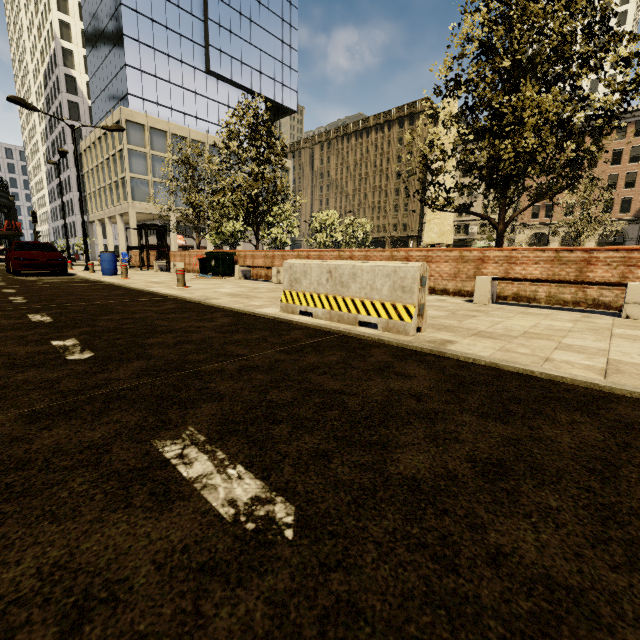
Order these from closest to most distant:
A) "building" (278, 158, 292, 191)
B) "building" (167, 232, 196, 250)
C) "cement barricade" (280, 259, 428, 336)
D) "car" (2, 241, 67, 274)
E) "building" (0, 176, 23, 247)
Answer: "cement barricade" (280, 259, 428, 336) < "car" (2, 241, 67, 274) < "building" (0, 176, 23, 247) < "building" (167, 232, 196, 250) < "building" (278, 158, 292, 191)

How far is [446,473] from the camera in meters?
1.4

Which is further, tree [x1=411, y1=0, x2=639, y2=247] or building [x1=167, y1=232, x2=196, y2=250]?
building [x1=167, y1=232, x2=196, y2=250]

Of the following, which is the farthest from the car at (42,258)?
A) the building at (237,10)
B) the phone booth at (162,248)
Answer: the building at (237,10)

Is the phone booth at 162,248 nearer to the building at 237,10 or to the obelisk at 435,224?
the obelisk at 435,224

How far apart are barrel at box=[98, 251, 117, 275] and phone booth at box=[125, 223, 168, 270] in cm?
444

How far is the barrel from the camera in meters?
13.9

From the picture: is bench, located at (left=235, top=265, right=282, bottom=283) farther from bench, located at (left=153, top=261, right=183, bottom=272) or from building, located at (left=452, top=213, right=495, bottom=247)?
building, located at (left=452, top=213, right=495, bottom=247)
